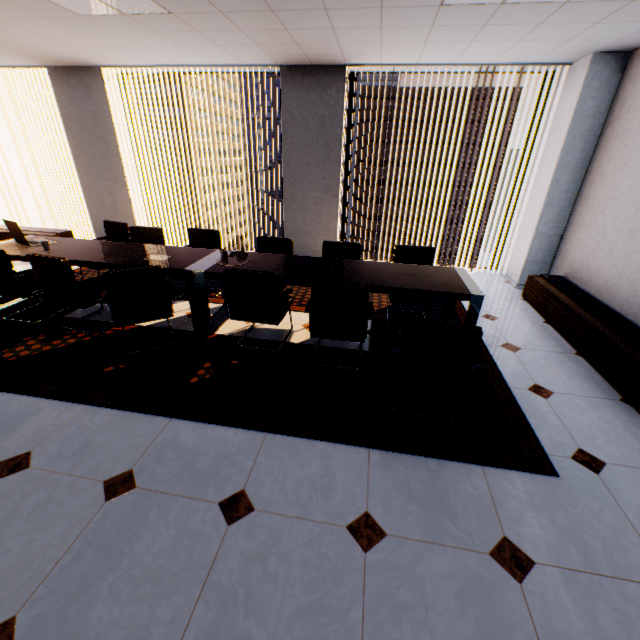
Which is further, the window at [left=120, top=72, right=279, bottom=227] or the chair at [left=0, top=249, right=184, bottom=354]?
the window at [left=120, top=72, right=279, bottom=227]

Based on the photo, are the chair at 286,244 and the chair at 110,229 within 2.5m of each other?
yes

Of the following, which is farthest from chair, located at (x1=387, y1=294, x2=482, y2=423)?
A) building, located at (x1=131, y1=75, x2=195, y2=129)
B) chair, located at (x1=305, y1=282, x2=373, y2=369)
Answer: building, located at (x1=131, y1=75, x2=195, y2=129)

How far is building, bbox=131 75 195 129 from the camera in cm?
5706

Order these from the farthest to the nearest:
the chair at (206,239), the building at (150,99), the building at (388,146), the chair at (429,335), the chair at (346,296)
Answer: the building at (150,99) < the building at (388,146) < the chair at (206,239) < the chair at (346,296) < the chair at (429,335)

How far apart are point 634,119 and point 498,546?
4.7 meters

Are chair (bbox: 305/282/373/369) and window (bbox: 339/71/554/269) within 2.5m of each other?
no

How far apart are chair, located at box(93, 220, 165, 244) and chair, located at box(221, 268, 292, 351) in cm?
55
